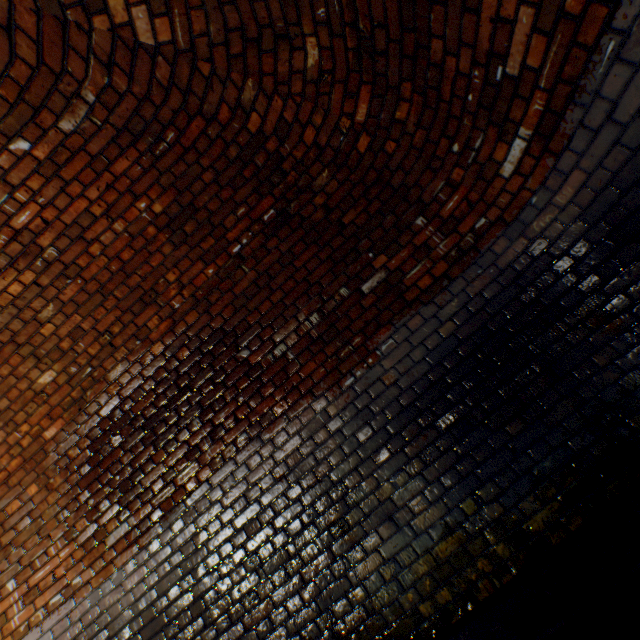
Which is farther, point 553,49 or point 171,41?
point 171,41
